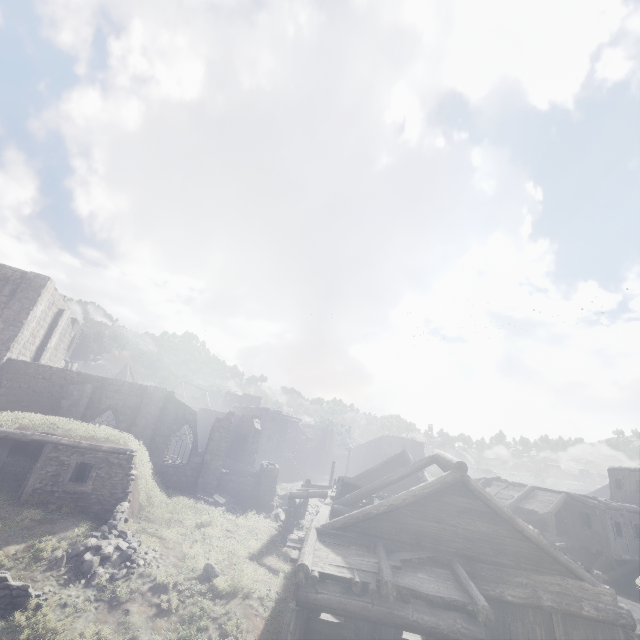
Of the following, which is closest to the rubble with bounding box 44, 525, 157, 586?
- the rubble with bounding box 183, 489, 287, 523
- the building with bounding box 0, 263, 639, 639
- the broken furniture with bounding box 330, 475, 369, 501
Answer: the building with bounding box 0, 263, 639, 639

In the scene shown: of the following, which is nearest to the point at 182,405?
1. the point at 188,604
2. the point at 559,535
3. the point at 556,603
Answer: the point at 188,604

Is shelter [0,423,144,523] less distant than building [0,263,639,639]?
No

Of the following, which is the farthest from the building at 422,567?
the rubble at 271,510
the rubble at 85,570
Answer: the rubble at 85,570

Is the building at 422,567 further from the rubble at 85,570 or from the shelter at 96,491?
the rubble at 85,570

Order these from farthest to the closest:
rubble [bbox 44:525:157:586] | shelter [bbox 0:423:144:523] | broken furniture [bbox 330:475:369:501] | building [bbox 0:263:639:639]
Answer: broken furniture [bbox 330:475:369:501] → shelter [bbox 0:423:144:523] → rubble [bbox 44:525:157:586] → building [bbox 0:263:639:639]

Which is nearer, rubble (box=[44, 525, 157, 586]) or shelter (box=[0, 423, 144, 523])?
rubble (box=[44, 525, 157, 586])

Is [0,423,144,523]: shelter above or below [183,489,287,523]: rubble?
above
